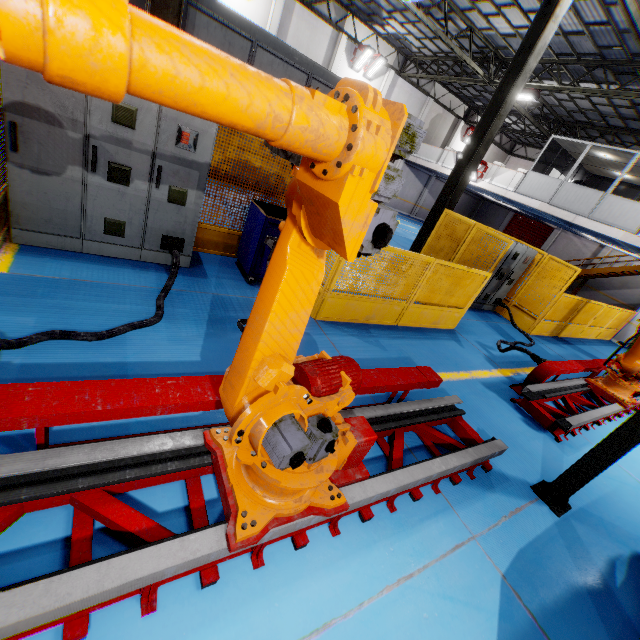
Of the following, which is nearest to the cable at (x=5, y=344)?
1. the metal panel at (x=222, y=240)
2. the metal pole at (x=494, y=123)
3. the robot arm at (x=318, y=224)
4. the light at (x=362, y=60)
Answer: the metal panel at (x=222, y=240)

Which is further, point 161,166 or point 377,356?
point 377,356

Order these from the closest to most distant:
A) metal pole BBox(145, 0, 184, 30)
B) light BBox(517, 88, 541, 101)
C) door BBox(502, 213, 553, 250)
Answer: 1. metal pole BBox(145, 0, 184, 30)
2. light BBox(517, 88, 541, 101)
3. door BBox(502, 213, 553, 250)

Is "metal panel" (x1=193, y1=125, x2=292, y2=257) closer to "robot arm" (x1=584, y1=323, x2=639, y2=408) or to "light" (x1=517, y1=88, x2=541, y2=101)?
"robot arm" (x1=584, y1=323, x2=639, y2=408)

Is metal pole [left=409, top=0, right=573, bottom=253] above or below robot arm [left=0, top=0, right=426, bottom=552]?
above

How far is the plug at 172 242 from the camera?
4.63m

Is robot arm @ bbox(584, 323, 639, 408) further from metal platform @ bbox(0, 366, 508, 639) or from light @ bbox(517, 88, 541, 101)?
light @ bbox(517, 88, 541, 101)

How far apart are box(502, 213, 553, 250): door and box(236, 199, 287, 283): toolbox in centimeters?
2900cm
